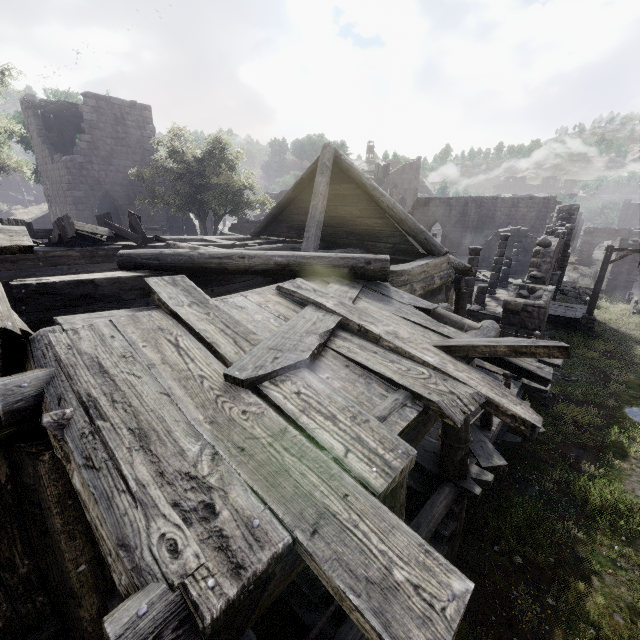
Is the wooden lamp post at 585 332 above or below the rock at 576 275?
above

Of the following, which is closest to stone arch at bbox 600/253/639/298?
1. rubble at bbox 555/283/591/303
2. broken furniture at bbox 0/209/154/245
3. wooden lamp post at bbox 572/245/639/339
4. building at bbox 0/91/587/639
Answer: rubble at bbox 555/283/591/303

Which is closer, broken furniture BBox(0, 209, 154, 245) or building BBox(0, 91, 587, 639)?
building BBox(0, 91, 587, 639)

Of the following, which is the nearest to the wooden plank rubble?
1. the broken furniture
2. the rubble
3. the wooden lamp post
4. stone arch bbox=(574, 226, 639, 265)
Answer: the broken furniture

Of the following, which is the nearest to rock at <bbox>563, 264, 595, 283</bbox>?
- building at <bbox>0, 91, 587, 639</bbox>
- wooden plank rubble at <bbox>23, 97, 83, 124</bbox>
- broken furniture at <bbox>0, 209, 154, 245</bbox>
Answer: building at <bbox>0, 91, 587, 639</bbox>

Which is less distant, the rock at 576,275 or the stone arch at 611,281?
the stone arch at 611,281

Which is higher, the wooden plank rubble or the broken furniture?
the wooden plank rubble

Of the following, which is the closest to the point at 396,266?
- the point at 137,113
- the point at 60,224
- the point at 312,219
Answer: the point at 312,219
